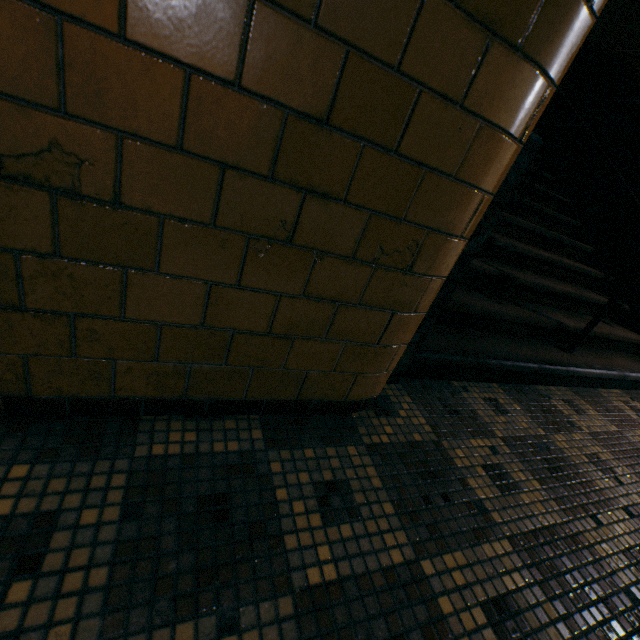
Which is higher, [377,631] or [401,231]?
[401,231]
